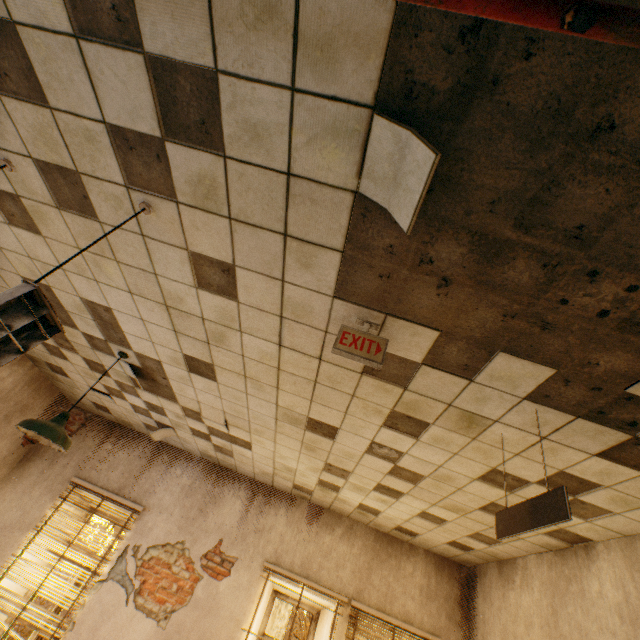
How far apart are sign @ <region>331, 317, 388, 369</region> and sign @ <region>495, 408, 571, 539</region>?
1.1 meters

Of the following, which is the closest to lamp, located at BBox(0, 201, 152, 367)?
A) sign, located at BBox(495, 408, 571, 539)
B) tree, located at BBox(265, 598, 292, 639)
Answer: sign, located at BBox(495, 408, 571, 539)

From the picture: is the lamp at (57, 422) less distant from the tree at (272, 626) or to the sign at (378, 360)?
the sign at (378, 360)

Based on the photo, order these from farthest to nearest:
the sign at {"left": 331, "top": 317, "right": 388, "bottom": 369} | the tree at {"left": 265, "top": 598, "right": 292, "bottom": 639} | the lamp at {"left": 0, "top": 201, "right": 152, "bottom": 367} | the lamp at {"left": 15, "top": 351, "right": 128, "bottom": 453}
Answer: the tree at {"left": 265, "top": 598, "right": 292, "bottom": 639}
the lamp at {"left": 15, "top": 351, "right": 128, "bottom": 453}
the sign at {"left": 331, "top": 317, "right": 388, "bottom": 369}
the lamp at {"left": 0, "top": 201, "right": 152, "bottom": 367}

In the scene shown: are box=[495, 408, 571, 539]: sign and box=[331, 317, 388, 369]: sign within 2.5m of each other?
yes

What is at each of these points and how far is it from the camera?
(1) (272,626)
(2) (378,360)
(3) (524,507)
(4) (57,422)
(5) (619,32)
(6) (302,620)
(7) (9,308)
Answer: (1) tree, 46.03m
(2) sign, 1.81m
(3) sign, 1.85m
(4) lamp, 2.95m
(5) sprinkler pipe, 0.69m
(6) tree, 9.05m
(7) lamp, 1.32m

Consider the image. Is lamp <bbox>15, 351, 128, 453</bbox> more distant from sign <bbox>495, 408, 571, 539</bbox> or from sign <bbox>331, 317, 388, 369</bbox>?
sign <bbox>495, 408, 571, 539</bbox>

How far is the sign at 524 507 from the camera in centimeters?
160cm
